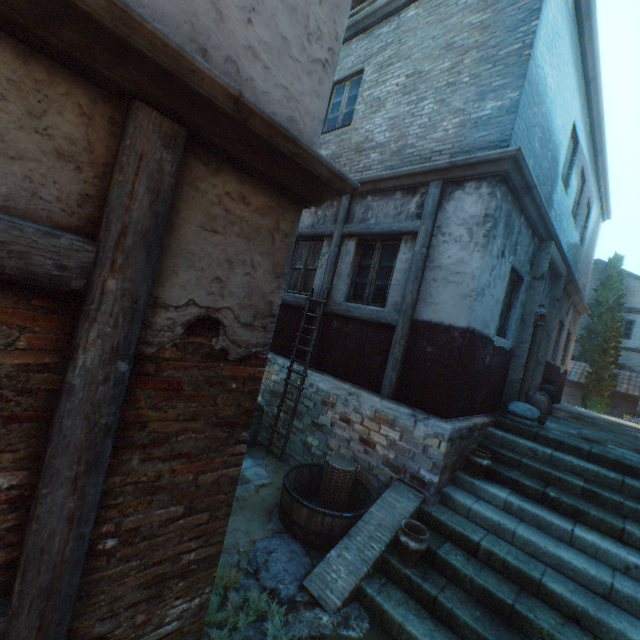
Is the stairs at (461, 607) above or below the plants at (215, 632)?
above

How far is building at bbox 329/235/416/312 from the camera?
5.69m

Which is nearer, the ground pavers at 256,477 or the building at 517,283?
the ground pavers at 256,477

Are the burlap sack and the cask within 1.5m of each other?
no

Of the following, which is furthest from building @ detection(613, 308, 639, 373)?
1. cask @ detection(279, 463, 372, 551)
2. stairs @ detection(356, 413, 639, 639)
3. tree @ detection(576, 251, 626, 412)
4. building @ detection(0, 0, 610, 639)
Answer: cask @ detection(279, 463, 372, 551)

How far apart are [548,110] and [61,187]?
7.69m

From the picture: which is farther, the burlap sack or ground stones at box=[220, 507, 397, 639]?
the burlap sack

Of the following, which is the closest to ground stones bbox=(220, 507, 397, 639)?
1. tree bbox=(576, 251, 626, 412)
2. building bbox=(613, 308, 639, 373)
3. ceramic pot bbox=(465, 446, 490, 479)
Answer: ceramic pot bbox=(465, 446, 490, 479)
